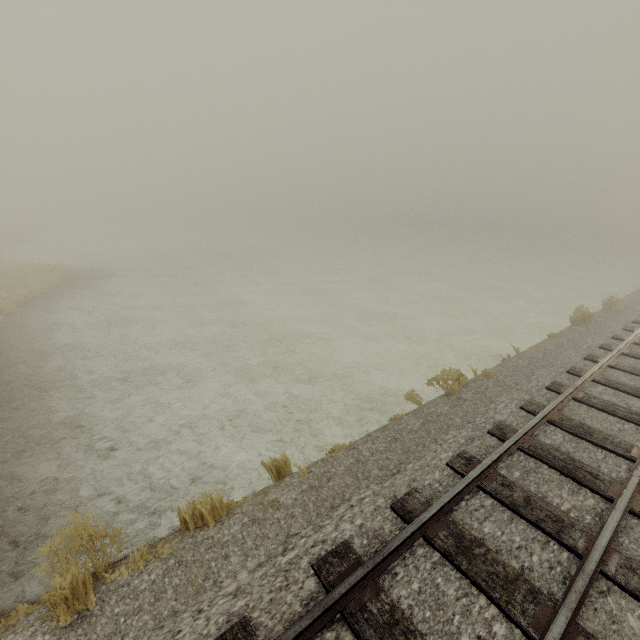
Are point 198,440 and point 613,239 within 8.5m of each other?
no
